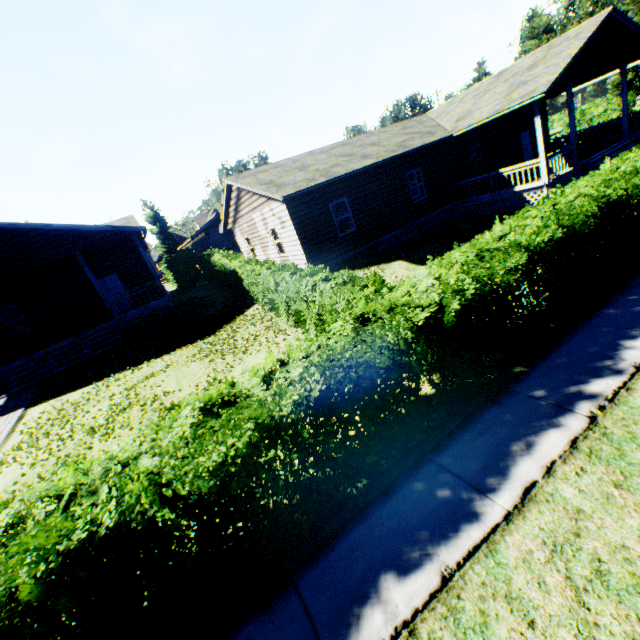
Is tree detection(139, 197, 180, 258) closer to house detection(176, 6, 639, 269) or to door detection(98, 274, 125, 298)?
house detection(176, 6, 639, 269)

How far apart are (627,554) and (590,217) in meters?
5.5

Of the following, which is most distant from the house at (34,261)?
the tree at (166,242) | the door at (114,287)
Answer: the tree at (166,242)

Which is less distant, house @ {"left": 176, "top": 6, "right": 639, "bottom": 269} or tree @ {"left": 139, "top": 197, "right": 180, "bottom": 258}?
house @ {"left": 176, "top": 6, "right": 639, "bottom": 269}

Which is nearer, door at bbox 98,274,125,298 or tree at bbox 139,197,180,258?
door at bbox 98,274,125,298

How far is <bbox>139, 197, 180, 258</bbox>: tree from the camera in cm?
4891

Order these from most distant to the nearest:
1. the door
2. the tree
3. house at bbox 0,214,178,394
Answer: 1. the tree
2. the door
3. house at bbox 0,214,178,394

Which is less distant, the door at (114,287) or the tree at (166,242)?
the door at (114,287)
